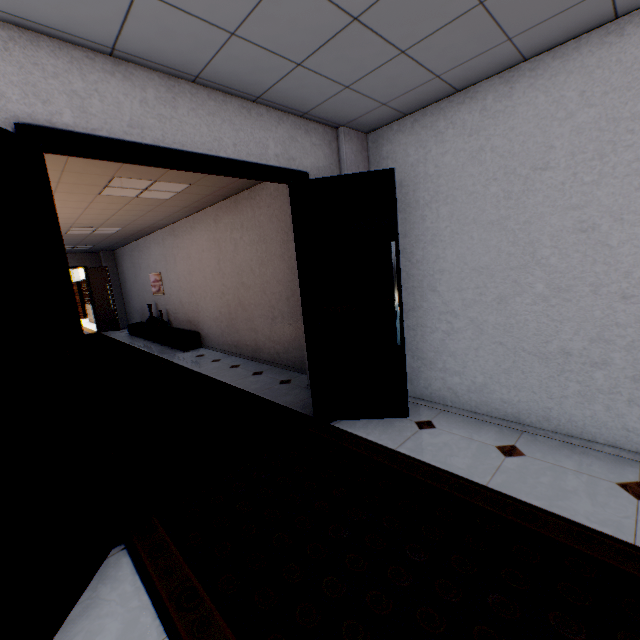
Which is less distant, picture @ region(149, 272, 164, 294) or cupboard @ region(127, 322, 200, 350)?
cupboard @ region(127, 322, 200, 350)

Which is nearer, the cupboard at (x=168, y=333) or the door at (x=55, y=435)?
the door at (x=55, y=435)

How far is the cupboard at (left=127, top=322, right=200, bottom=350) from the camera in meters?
7.6

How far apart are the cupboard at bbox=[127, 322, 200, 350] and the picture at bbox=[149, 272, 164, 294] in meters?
0.9 m

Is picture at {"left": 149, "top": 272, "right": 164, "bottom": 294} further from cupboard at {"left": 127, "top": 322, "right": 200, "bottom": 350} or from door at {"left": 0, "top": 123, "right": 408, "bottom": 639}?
door at {"left": 0, "top": 123, "right": 408, "bottom": 639}

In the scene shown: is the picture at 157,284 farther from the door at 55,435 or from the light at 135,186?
the door at 55,435

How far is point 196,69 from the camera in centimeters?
212cm

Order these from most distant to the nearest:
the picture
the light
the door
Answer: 1. the picture
2. the light
3. the door
